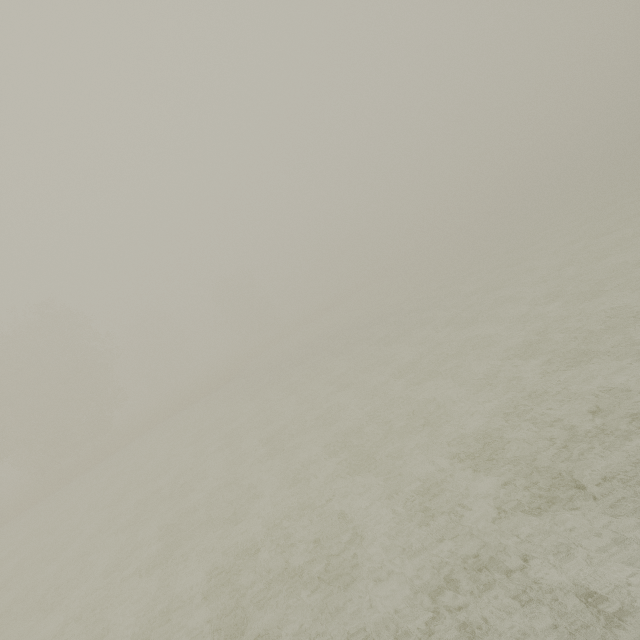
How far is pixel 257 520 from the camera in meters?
10.6 m
